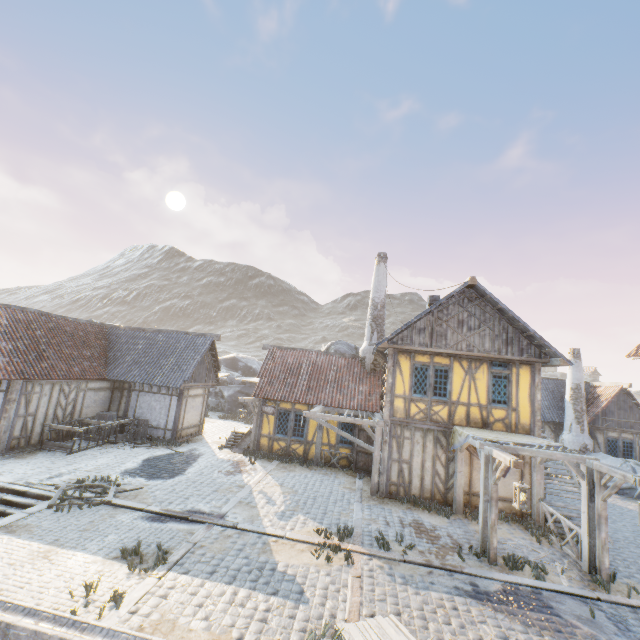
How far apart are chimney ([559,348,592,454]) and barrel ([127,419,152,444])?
25.2 meters

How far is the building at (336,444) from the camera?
16.0 meters

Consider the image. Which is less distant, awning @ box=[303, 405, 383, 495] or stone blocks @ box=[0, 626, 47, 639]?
stone blocks @ box=[0, 626, 47, 639]

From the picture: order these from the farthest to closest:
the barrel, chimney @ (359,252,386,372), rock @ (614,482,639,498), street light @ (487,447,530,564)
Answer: chimney @ (359,252,386,372)
rock @ (614,482,639,498)
the barrel
street light @ (487,447,530,564)

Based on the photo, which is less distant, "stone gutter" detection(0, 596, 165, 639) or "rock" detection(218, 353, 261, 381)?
"stone gutter" detection(0, 596, 165, 639)

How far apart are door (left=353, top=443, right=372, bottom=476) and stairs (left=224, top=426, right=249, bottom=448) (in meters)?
5.38

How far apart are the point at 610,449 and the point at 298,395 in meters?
21.1

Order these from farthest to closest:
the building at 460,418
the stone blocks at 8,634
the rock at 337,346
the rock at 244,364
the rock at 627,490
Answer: the rock at 244,364 < the rock at 337,346 < the rock at 627,490 < the building at 460,418 < the stone blocks at 8,634
